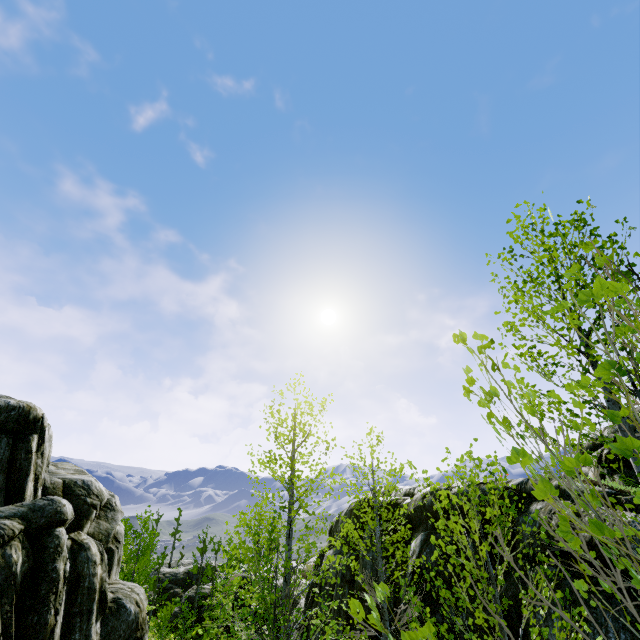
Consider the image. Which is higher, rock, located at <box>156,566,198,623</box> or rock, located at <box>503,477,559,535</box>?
rock, located at <box>503,477,559,535</box>

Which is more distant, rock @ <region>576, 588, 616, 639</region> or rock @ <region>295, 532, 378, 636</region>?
rock @ <region>295, 532, 378, 636</region>

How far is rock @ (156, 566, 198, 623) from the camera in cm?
4256

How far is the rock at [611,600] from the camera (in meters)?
5.10

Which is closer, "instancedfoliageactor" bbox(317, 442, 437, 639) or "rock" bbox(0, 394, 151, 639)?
"instancedfoliageactor" bbox(317, 442, 437, 639)

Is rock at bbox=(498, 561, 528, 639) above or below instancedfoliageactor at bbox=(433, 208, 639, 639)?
below

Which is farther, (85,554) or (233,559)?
(233,559)
